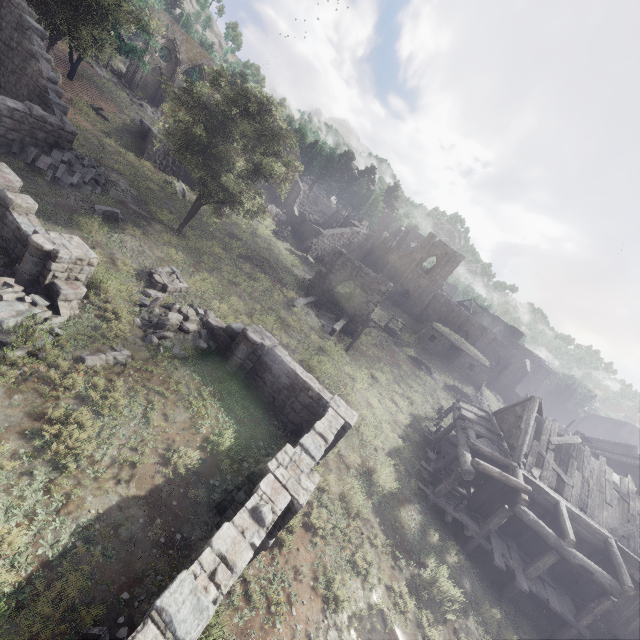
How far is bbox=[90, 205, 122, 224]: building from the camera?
15.3 meters

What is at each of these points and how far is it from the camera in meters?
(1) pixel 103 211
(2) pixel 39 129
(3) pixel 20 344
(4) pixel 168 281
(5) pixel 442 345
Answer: (1) building, 16.0 m
(2) building, 15.7 m
(3) rubble, 8.3 m
(4) building, 15.1 m
(5) shelter, 38.6 m

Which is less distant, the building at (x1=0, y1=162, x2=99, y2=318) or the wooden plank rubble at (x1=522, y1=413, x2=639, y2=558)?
the building at (x1=0, y1=162, x2=99, y2=318)

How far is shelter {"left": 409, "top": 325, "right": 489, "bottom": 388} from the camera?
37.53m

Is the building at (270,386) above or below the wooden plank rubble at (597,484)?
below

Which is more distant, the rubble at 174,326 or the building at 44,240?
the rubble at 174,326

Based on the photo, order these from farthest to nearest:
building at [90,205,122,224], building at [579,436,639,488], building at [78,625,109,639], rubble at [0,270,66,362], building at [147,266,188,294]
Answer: building at [579,436,639,488]
building at [90,205,122,224]
building at [147,266,188,294]
rubble at [0,270,66,362]
building at [78,625,109,639]

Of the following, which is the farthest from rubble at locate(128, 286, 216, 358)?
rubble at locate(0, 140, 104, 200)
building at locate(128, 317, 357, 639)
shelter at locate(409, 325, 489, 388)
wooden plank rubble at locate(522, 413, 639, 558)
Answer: shelter at locate(409, 325, 489, 388)
